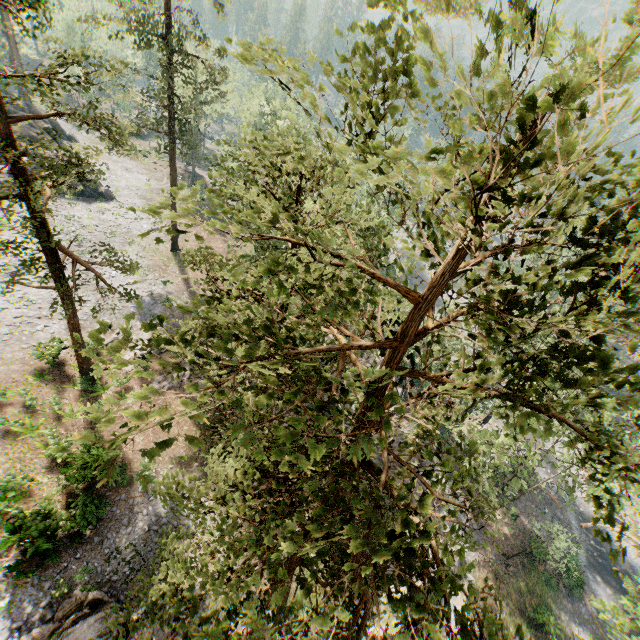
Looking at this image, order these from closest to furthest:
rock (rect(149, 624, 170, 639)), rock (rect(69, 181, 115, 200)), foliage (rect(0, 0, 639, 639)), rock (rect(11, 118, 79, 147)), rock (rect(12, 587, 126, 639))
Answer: foliage (rect(0, 0, 639, 639)) < rock (rect(12, 587, 126, 639)) < rock (rect(149, 624, 170, 639)) < rock (rect(11, 118, 79, 147)) < rock (rect(69, 181, 115, 200))

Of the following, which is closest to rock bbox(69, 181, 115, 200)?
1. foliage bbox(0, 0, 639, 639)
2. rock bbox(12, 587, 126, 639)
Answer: foliage bbox(0, 0, 639, 639)

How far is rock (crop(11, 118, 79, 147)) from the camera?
36.06m

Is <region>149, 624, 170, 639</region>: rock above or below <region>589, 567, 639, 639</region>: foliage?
below

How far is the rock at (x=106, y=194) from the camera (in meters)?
38.09

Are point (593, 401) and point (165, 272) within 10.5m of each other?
no

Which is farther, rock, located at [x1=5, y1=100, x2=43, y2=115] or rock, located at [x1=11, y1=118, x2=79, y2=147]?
rock, located at [x1=5, y1=100, x2=43, y2=115]
